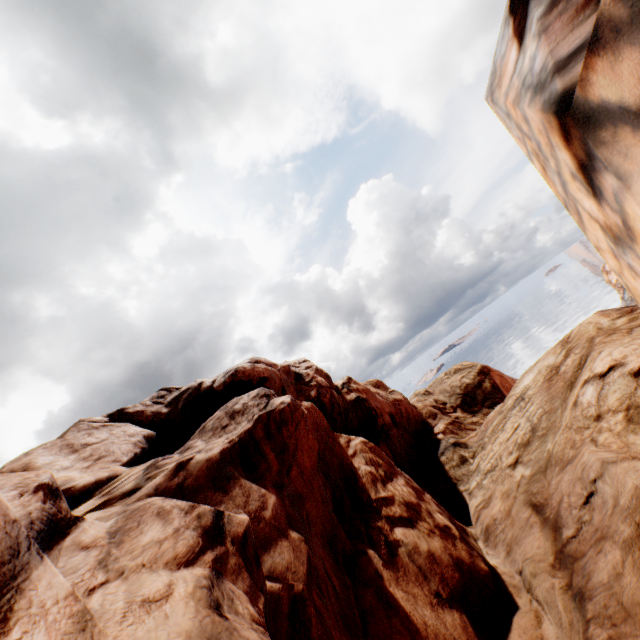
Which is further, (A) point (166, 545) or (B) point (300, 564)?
(B) point (300, 564)
